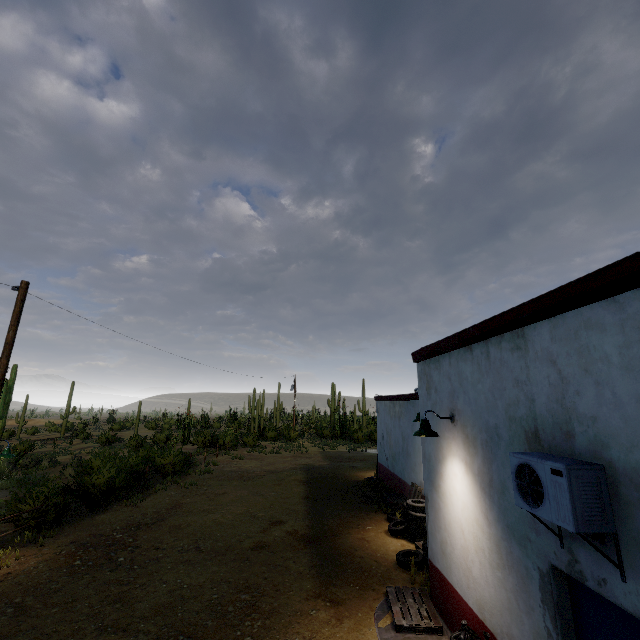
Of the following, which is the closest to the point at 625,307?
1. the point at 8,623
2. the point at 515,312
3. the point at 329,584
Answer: the point at 515,312

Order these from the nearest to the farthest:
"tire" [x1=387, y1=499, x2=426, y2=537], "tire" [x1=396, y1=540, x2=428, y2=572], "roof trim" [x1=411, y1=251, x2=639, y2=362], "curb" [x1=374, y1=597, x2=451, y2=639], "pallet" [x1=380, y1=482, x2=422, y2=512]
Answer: "roof trim" [x1=411, y1=251, x2=639, y2=362] < "curb" [x1=374, y1=597, x2=451, y2=639] < "tire" [x1=396, y1=540, x2=428, y2=572] < "tire" [x1=387, y1=499, x2=426, y2=537] < "pallet" [x1=380, y1=482, x2=422, y2=512]

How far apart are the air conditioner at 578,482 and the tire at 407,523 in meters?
6.8 m

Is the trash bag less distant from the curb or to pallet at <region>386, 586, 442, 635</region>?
the curb

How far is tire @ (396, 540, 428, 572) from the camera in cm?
744

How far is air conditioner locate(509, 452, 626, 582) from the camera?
2.74m

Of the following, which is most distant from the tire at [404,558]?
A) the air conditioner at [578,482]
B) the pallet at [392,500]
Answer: the air conditioner at [578,482]

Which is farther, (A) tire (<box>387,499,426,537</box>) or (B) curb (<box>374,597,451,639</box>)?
(A) tire (<box>387,499,426,537</box>)
